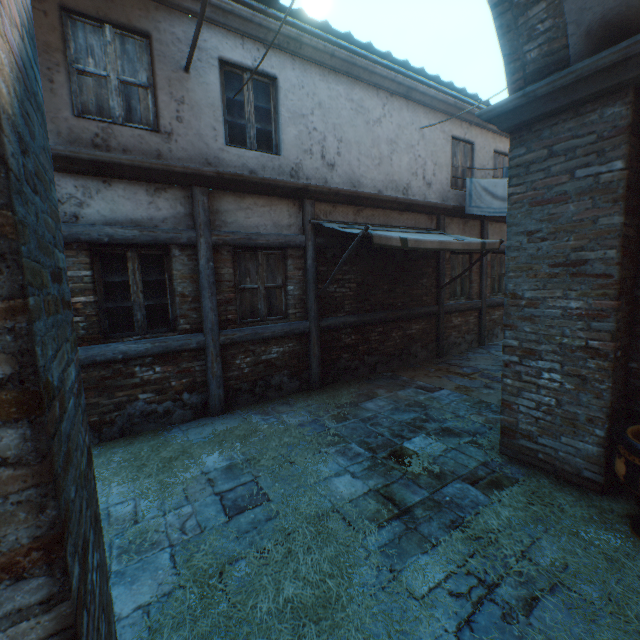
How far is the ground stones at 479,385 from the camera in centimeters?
610cm

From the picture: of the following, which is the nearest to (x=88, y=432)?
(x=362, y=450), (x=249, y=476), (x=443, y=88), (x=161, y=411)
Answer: (x=249, y=476)

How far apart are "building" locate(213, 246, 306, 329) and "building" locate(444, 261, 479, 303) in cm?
428

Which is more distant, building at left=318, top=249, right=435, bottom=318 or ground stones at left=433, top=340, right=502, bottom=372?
ground stones at left=433, top=340, right=502, bottom=372

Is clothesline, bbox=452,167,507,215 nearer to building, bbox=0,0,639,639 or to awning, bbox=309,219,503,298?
building, bbox=0,0,639,639

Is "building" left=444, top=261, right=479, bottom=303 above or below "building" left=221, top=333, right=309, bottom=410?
above

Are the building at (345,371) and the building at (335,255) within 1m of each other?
yes

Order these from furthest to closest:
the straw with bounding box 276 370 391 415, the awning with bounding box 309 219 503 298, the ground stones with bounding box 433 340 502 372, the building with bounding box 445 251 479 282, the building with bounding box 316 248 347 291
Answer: the building with bounding box 445 251 479 282, the ground stones with bounding box 433 340 502 372, the building with bounding box 316 248 347 291, the straw with bounding box 276 370 391 415, the awning with bounding box 309 219 503 298
